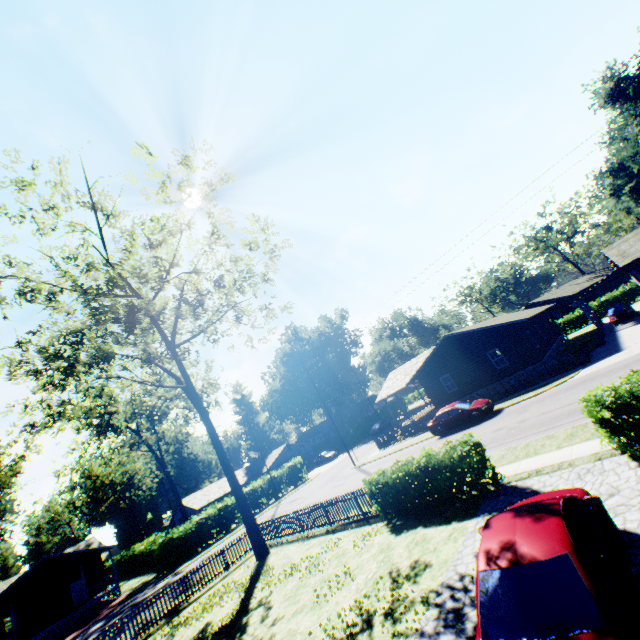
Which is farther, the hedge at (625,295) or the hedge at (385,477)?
the hedge at (625,295)

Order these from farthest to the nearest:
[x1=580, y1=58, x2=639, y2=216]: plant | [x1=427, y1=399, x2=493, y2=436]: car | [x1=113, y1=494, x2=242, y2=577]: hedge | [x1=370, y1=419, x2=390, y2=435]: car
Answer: [x1=370, y1=419, x2=390, y2=435]: car, [x1=580, y1=58, x2=639, y2=216]: plant, [x1=113, y1=494, x2=242, y2=577]: hedge, [x1=427, y1=399, x2=493, y2=436]: car

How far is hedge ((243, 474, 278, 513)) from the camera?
37.8 meters

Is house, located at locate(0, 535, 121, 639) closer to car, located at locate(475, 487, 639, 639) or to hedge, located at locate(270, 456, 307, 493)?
hedge, located at locate(270, 456, 307, 493)

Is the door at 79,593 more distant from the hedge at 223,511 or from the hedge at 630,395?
the hedge at 630,395

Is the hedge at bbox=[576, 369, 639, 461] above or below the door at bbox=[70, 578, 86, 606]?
below

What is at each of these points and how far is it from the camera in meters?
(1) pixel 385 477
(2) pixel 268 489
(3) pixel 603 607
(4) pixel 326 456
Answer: (1) hedge, 13.1 m
(2) hedge, 40.0 m
(3) car, 3.6 m
(4) car, 50.6 m

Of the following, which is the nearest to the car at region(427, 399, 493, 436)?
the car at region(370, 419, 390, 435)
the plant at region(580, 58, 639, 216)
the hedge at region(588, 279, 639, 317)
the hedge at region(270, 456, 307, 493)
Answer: the hedge at region(270, 456, 307, 493)
